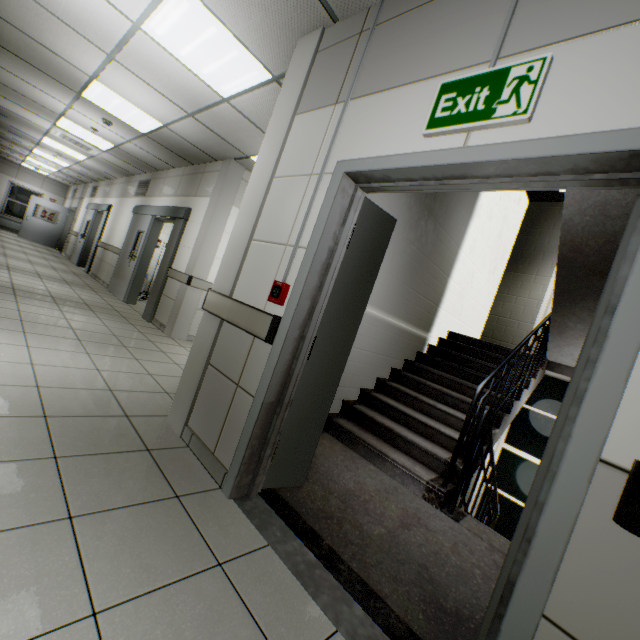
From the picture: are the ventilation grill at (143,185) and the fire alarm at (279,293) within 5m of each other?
no

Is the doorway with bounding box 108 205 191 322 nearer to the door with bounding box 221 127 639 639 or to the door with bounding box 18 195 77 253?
the door with bounding box 221 127 639 639

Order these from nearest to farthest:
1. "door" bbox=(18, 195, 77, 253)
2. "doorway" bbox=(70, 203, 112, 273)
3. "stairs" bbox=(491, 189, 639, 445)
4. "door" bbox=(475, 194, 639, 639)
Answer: "door" bbox=(475, 194, 639, 639), "stairs" bbox=(491, 189, 639, 445), "doorway" bbox=(70, 203, 112, 273), "door" bbox=(18, 195, 77, 253)

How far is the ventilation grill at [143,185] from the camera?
8.33m

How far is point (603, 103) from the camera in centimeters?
116cm

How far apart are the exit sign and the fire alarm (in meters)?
1.10

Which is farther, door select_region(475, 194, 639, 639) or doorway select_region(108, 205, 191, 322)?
doorway select_region(108, 205, 191, 322)

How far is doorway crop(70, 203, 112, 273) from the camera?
10.3 meters
